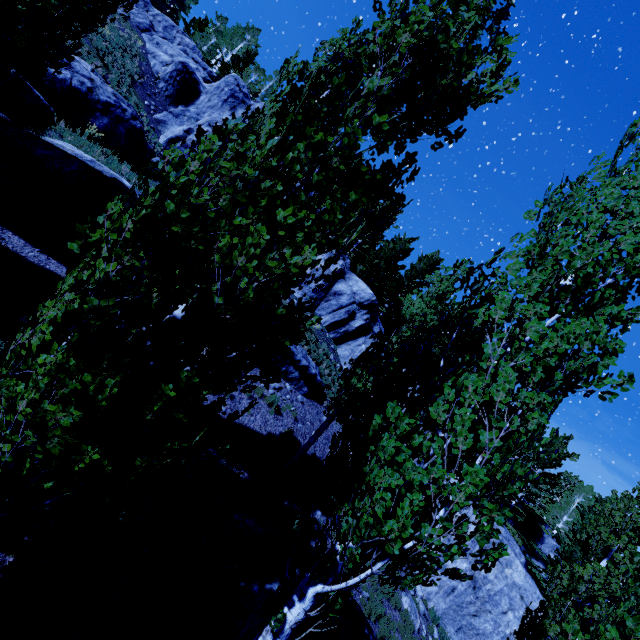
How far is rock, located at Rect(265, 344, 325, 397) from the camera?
13.9 meters

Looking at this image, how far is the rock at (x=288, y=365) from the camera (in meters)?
13.91

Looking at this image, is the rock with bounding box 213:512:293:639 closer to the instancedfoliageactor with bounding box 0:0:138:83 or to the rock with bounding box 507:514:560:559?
the instancedfoliageactor with bounding box 0:0:138:83

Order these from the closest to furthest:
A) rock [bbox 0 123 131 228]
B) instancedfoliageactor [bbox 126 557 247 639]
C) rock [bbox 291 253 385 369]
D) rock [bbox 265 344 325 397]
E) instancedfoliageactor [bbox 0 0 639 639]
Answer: instancedfoliageactor [bbox 0 0 639 639] → instancedfoliageactor [bbox 126 557 247 639] → rock [bbox 0 123 131 228] → rock [bbox 265 344 325 397] → rock [bbox 291 253 385 369]

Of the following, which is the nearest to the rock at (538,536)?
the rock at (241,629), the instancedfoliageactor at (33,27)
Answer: the instancedfoliageactor at (33,27)

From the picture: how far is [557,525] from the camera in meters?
30.9 m

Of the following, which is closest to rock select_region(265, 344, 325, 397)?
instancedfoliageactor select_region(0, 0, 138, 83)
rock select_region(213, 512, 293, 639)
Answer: instancedfoliageactor select_region(0, 0, 138, 83)
